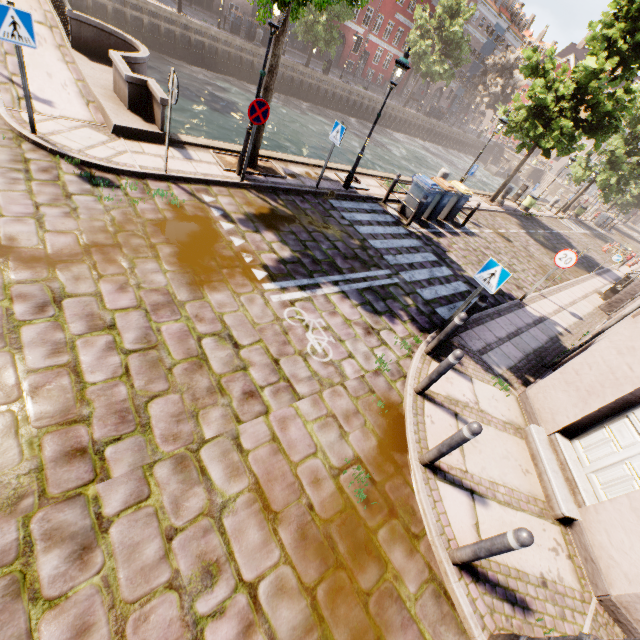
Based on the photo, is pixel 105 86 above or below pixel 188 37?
above

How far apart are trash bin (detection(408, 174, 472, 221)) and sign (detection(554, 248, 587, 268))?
4.3m

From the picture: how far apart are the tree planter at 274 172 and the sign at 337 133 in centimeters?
163cm

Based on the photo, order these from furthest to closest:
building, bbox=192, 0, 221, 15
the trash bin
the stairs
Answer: the stairs, building, bbox=192, 0, 221, 15, the trash bin

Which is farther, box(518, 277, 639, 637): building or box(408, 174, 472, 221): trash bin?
box(408, 174, 472, 221): trash bin

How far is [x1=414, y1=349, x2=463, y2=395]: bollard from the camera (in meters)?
4.79

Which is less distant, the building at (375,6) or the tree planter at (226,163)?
the tree planter at (226,163)

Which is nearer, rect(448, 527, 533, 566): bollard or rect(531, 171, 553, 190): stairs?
rect(448, 527, 533, 566): bollard
